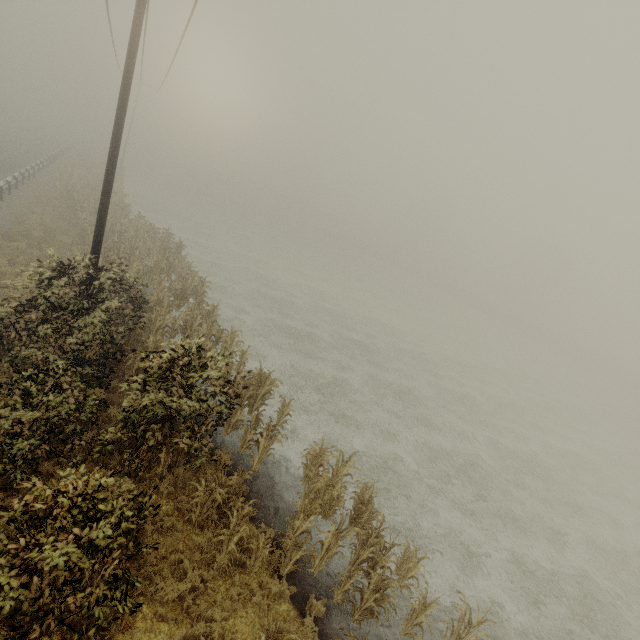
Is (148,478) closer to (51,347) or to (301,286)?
(51,347)

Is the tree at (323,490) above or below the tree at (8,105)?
below

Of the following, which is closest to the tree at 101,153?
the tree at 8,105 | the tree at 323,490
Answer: the tree at 323,490

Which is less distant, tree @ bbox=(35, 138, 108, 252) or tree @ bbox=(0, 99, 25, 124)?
tree @ bbox=(35, 138, 108, 252)

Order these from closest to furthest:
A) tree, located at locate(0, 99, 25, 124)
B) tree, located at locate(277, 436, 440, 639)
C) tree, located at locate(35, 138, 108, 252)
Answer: tree, located at locate(277, 436, 440, 639)
tree, located at locate(35, 138, 108, 252)
tree, located at locate(0, 99, 25, 124)

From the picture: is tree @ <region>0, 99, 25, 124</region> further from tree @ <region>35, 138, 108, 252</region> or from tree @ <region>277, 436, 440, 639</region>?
tree @ <region>277, 436, 440, 639</region>

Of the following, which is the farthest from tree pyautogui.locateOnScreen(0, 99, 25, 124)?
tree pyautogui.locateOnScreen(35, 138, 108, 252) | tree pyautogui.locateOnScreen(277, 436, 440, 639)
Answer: tree pyautogui.locateOnScreen(277, 436, 440, 639)
